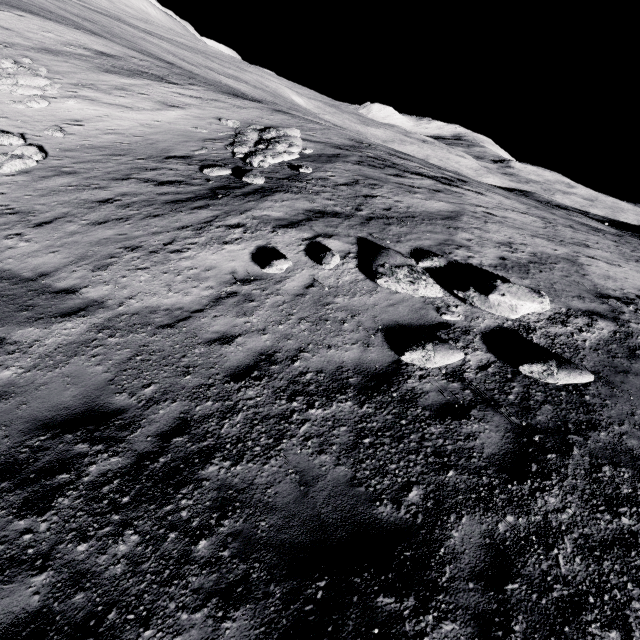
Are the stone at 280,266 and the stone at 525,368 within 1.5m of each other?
no

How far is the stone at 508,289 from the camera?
6.59m

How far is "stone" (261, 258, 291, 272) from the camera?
7.4m

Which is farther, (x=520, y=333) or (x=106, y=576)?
(x=520, y=333)

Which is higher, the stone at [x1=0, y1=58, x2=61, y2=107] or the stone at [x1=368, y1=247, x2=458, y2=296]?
the stone at [x1=368, y1=247, x2=458, y2=296]

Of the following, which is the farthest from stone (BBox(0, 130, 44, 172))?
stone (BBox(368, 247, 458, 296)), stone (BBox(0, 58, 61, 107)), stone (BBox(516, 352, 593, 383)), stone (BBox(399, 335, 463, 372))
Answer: stone (BBox(516, 352, 593, 383))

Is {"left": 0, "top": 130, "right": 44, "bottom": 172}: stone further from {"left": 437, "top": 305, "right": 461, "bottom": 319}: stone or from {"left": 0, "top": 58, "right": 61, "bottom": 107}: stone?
{"left": 437, "top": 305, "right": 461, "bottom": 319}: stone

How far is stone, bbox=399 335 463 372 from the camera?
5.66m
